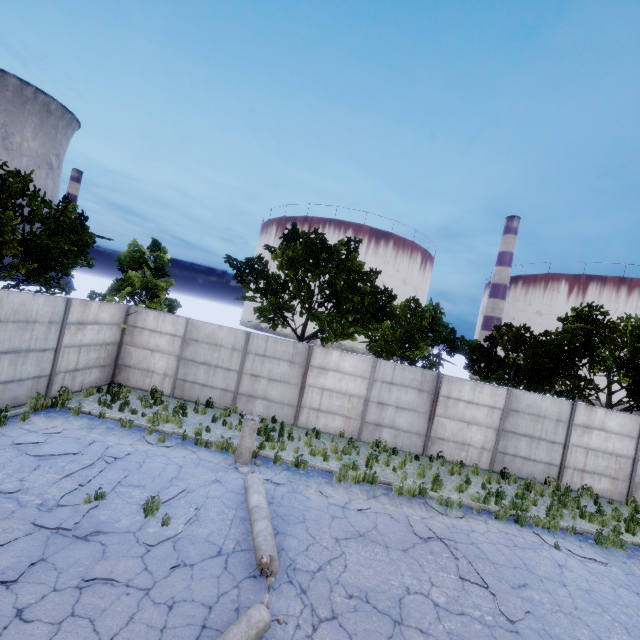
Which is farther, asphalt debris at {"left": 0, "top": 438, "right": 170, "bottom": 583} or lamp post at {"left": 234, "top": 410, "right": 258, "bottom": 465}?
lamp post at {"left": 234, "top": 410, "right": 258, "bottom": 465}

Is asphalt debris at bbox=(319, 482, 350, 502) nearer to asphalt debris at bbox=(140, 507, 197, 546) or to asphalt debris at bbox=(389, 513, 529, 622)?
asphalt debris at bbox=(389, 513, 529, 622)

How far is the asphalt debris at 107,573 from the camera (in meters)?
5.01

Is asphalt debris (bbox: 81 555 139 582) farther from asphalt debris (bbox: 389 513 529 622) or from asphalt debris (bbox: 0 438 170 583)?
asphalt debris (bbox: 389 513 529 622)

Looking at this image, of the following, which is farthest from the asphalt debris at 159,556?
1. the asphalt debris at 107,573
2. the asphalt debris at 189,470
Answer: the asphalt debris at 189,470

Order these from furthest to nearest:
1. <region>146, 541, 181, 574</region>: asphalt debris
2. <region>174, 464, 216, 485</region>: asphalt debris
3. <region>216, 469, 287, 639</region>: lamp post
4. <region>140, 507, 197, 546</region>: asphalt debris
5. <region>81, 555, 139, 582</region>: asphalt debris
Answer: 1. <region>174, 464, 216, 485</region>: asphalt debris
2. <region>140, 507, 197, 546</region>: asphalt debris
3. <region>146, 541, 181, 574</region>: asphalt debris
4. <region>81, 555, 139, 582</region>: asphalt debris
5. <region>216, 469, 287, 639</region>: lamp post

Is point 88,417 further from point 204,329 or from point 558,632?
point 558,632

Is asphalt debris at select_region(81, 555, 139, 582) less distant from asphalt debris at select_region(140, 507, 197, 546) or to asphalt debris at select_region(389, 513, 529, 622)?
asphalt debris at select_region(140, 507, 197, 546)
